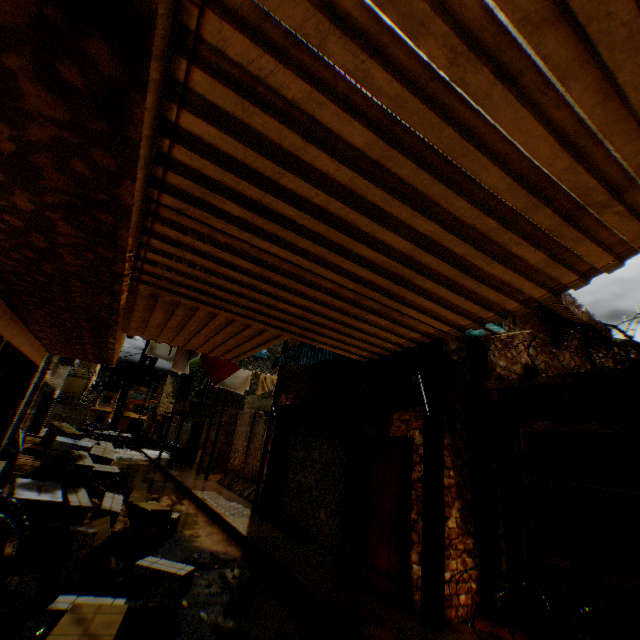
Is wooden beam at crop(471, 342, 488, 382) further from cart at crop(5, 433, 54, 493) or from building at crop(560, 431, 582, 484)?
cart at crop(5, 433, 54, 493)

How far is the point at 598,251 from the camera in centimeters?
230cm

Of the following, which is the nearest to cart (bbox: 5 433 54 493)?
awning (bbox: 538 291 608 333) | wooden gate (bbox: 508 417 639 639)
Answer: wooden gate (bbox: 508 417 639 639)

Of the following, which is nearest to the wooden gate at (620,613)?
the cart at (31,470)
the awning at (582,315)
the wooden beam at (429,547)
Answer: the wooden beam at (429,547)

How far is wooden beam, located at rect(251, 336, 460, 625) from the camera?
4.8m

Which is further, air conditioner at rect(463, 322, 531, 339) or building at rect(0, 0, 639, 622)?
air conditioner at rect(463, 322, 531, 339)

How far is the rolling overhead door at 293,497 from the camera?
7.56m

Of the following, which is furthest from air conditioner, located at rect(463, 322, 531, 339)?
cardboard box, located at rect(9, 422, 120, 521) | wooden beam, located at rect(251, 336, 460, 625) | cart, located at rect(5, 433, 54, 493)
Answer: cart, located at rect(5, 433, 54, 493)
